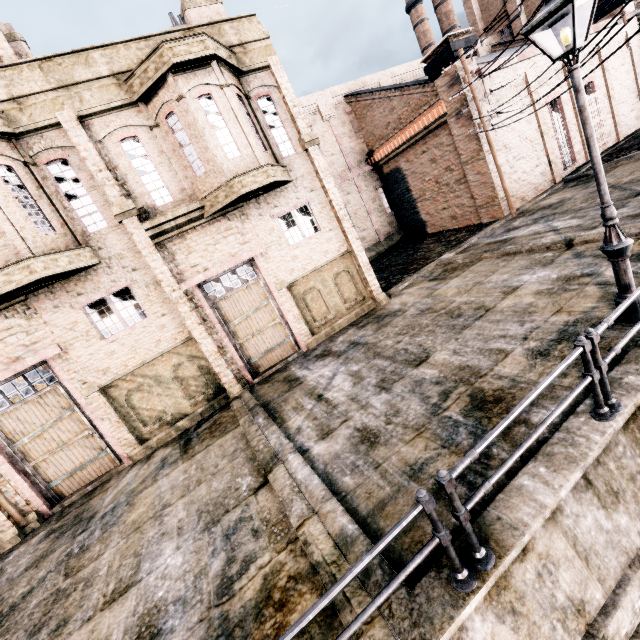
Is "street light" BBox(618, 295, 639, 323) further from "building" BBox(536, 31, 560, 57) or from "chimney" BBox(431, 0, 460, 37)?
"chimney" BBox(431, 0, 460, 37)

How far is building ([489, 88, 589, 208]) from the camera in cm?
1992

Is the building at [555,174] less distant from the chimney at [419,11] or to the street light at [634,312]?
the chimney at [419,11]

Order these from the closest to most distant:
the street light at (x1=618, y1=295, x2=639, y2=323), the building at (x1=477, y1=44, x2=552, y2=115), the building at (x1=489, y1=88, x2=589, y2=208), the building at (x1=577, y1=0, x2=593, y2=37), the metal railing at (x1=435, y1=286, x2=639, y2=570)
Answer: the metal railing at (x1=435, y1=286, x2=639, y2=570), the street light at (x1=618, y1=295, x2=639, y2=323), the building at (x1=477, y1=44, x2=552, y2=115), the building at (x1=489, y1=88, x2=589, y2=208), the building at (x1=577, y1=0, x2=593, y2=37)

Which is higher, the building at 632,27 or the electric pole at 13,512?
the building at 632,27

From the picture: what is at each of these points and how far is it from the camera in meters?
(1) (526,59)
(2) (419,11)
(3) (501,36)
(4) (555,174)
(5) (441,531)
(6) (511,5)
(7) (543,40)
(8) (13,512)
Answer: (1) building, 19.9 m
(2) chimney, 48.1 m
(3) building, 32.2 m
(4) building, 21.6 m
(5) metal railing, 3.3 m
(6) building, 29.8 m
(7) building, 28.7 m
(8) electric pole, 10.0 m
